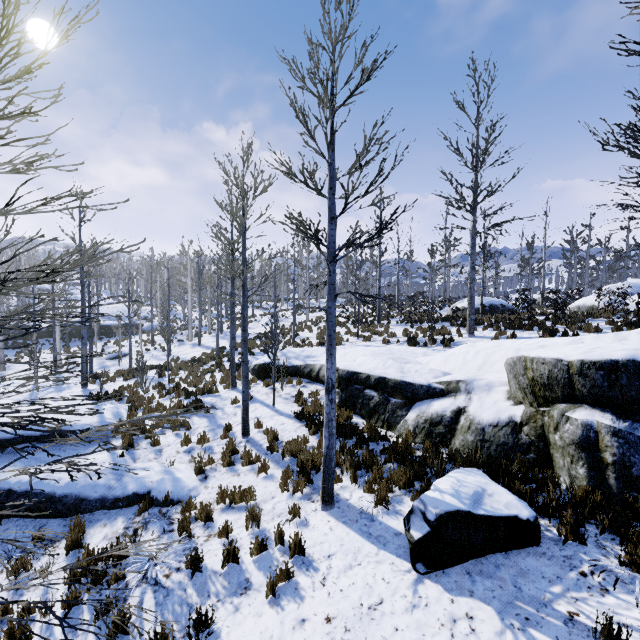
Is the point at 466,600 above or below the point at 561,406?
below

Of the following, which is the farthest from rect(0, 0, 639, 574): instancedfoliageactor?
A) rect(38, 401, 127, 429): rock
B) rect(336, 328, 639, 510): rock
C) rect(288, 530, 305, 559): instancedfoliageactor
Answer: rect(288, 530, 305, 559): instancedfoliageactor

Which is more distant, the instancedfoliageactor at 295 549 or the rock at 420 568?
the instancedfoliageactor at 295 549

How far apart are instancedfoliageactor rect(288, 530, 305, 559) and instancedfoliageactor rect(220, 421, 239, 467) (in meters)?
2.42

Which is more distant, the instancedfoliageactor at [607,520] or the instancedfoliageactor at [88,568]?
the instancedfoliageactor at [607,520]

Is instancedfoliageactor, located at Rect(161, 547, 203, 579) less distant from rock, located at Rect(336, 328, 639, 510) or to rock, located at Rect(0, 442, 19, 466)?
rock, located at Rect(336, 328, 639, 510)

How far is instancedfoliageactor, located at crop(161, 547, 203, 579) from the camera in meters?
5.2

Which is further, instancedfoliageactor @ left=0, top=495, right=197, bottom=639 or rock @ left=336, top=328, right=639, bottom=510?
rock @ left=336, top=328, right=639, bottom=510
